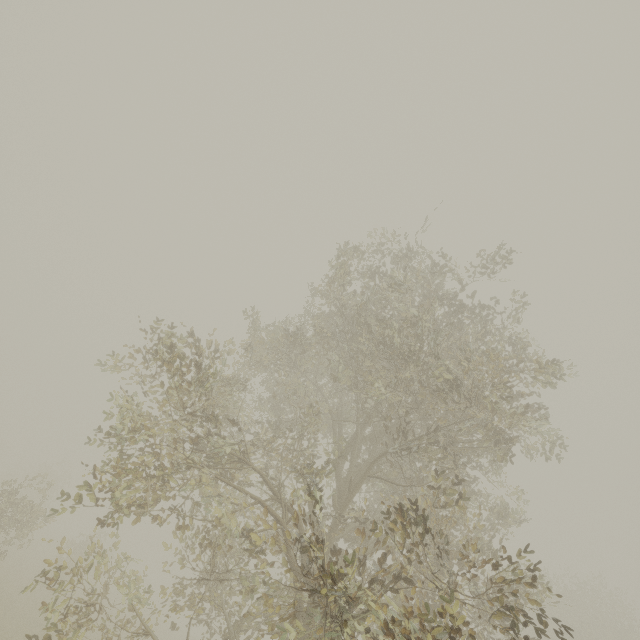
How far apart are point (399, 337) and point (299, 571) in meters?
5.5
